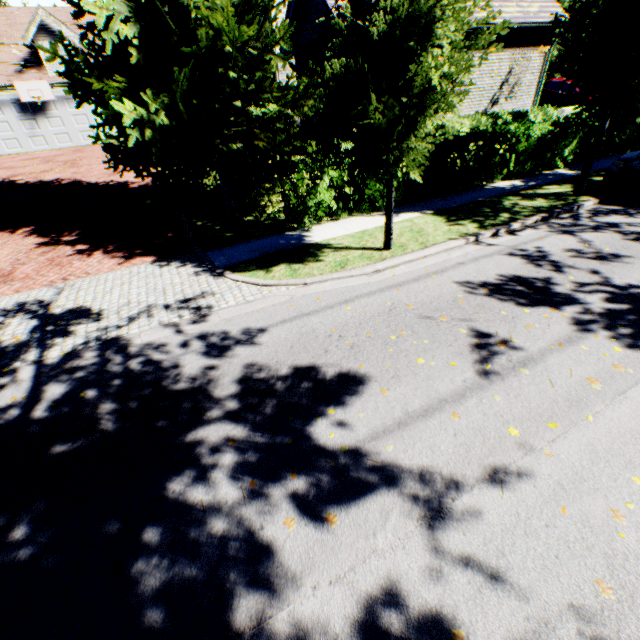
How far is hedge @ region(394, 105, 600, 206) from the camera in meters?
10.1 m

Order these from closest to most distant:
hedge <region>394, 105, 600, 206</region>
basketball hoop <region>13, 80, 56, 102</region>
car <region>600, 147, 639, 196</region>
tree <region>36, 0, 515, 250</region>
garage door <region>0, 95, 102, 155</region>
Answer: tree <region>36, 0, 515, 250</region>, car <region>600, 147, 639, 196</region>, hedge <region>394, 105, 600, 206</region>, basketball hoop <region>13, 80, 56, 102</region>, garage door <region>0, 95, 102, 155</region>

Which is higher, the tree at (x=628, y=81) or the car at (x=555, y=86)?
the tree at (x=628, y=81)

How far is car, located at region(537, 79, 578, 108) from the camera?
19.4 meters

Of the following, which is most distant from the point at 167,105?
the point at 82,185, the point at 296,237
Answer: the point at 82,185

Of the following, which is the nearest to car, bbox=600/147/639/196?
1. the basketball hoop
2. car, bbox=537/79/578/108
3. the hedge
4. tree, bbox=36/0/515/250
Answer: tree, bbox=36/0/515/250

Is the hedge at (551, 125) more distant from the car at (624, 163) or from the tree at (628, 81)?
the car at (624, 163)

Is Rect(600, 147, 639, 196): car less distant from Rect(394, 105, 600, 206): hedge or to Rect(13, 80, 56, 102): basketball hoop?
Rect(394, 105, 600, 206): hedge
